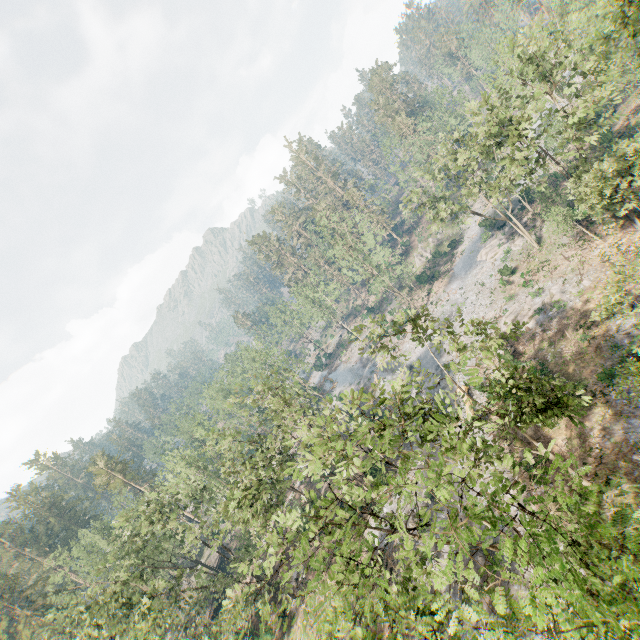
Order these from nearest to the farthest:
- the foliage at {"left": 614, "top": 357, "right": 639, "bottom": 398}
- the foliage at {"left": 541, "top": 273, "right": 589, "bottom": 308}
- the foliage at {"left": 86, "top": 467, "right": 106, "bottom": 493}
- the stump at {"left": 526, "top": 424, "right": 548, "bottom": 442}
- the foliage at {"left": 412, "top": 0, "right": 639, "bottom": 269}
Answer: the foliage at {"left": 614, "top": 357, "right": 639, "bottom": 398} → the foliage at {"left": 412, "top": 0, "right": 639, "bottom": 269} → the stump at {"left": 526, "top": 424, "right": 548, "bottom": 442} → the foliage at {"left": 541, "top": 273, "right": 589, "bottom": 308} → the foliage at {"left": 86, "top": 467, "right": 106, "bottom": 493}

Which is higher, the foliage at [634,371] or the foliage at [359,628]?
the foliage at [359,628]

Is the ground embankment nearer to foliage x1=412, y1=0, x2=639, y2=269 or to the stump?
foliage x1=412, y1=0, x2=639, y2=269

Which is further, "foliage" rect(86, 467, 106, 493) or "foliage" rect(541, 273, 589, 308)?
"foliage" rect(86, 467, 106, 493)

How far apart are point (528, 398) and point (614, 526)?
7.20m

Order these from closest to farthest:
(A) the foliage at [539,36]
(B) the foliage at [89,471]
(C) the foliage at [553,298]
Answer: (A) the foliage at [539,36]
(C) the foliage at [553,298]
(B) the foliage at [89,471]

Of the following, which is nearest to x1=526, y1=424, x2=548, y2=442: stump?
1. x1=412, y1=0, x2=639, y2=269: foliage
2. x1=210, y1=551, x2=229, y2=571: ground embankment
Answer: → x1=412, y1=0, x2=639, y2=269: foliage
